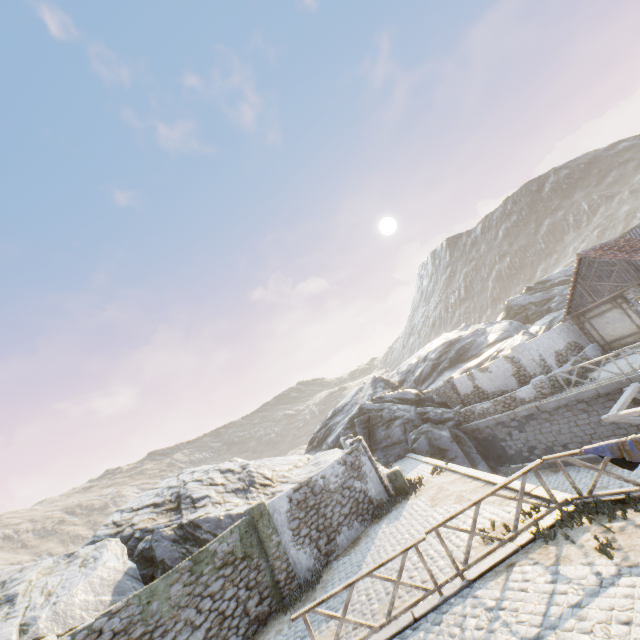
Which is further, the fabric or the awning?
the awning

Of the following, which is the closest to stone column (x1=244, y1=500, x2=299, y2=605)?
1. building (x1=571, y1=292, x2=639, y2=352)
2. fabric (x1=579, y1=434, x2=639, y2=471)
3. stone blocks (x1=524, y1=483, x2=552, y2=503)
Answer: stone blocks (x1=524, y1=483, x2=552, y2=503)

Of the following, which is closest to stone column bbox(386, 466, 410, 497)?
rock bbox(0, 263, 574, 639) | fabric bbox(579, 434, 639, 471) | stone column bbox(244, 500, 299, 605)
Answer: rock bbox(0, 263, 574, 639)

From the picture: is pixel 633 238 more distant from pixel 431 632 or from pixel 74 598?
pixel 74 598

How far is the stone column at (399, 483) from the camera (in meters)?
14.93

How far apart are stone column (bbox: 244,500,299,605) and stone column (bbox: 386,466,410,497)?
5.1 meters

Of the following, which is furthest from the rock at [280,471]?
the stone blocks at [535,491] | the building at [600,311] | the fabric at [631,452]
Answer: the building at [600,311]

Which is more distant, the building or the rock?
the building
